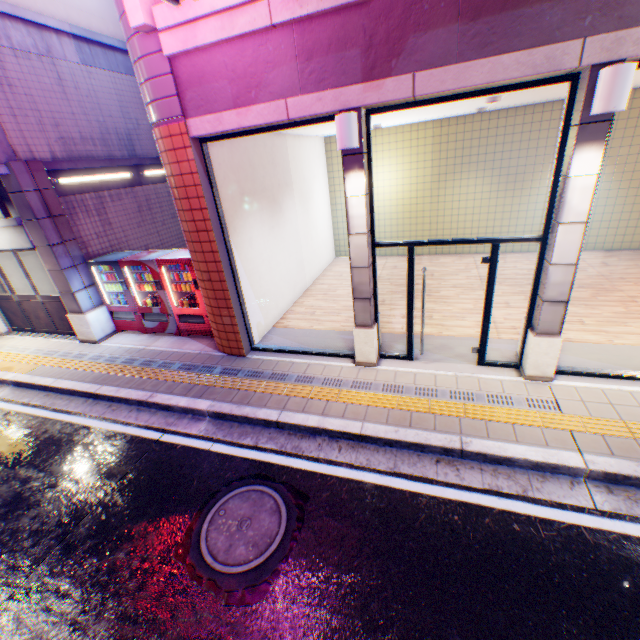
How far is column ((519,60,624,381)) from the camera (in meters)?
3.73

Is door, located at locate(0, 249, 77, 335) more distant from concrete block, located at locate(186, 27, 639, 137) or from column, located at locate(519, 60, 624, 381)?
column, located at locate(519, 60, 624, 381)

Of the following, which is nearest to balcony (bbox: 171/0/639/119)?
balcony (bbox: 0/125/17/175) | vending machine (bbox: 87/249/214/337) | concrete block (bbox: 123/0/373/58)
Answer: concrete block (bbox: 123/0/373/58)

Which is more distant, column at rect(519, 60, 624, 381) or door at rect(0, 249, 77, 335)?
door at rect(0, 249, 77, 335)

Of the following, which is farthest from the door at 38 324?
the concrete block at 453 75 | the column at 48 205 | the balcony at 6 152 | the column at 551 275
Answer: the column at 551 275

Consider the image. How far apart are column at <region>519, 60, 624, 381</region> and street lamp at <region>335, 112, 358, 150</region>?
2.57m

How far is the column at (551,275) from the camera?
3.7m

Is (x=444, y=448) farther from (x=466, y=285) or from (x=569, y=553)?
Result: (x=466, y=285)
